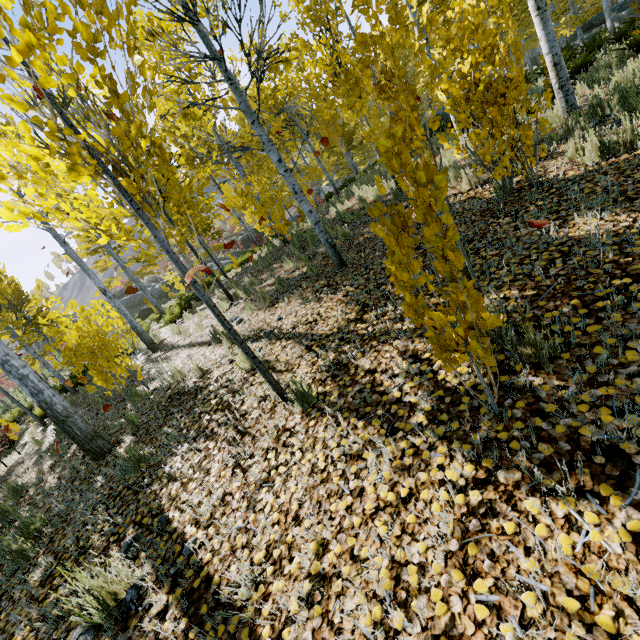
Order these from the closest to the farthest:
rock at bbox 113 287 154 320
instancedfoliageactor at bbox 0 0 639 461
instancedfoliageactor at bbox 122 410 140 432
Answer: instancedfoliageactor at bbox 0 0 639 461, instancedfoliageactor at bbox 122 410 140 432, rock at bbox 113 287 154 320

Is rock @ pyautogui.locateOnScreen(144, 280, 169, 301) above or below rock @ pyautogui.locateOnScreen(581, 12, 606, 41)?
above

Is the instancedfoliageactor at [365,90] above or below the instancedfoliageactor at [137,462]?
above

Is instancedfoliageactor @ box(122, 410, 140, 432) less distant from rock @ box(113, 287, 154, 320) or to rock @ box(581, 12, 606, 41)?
rock @ box(581, 12, 606, 41)

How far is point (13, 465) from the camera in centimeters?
828cm

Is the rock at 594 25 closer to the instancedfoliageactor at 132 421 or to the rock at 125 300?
the instancedfoliageactor at 132 421

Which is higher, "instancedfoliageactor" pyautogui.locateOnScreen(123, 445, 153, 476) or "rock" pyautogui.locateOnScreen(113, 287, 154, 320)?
"rock" pyautogui.locateOnScreen(113, 287, 154, 320)

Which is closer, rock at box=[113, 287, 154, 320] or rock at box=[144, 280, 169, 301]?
rock at box=[113, 287, 154, 320]
